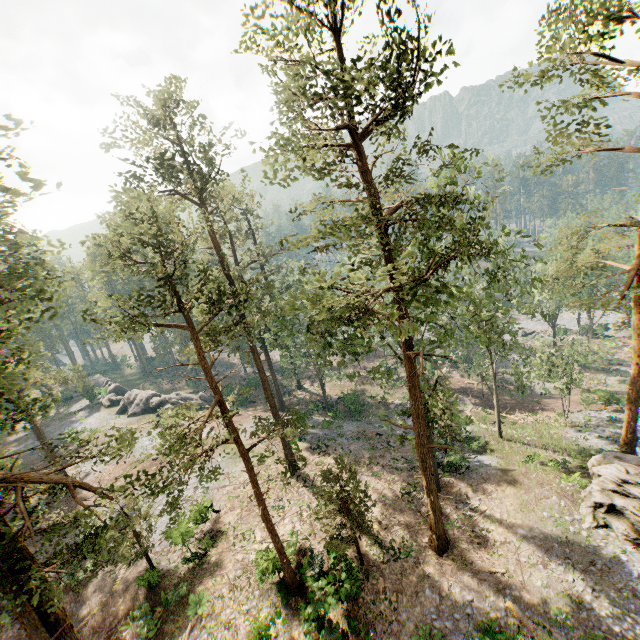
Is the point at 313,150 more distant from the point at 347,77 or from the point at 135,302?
the point at 135,302

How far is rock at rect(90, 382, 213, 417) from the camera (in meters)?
46.44

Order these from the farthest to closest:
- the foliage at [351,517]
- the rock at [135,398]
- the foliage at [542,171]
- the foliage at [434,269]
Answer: the rock at [135,398] < the foliage at [351,517] < the foliage at [542,171] < the foliage at [434,269]

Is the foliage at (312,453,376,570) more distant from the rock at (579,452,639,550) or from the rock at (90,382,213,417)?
the rock at (90,382,213,417)

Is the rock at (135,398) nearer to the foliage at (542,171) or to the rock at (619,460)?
the foliage at (542,171)

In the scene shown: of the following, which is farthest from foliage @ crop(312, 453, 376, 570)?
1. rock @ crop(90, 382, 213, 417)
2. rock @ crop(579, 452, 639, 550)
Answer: rock @ crop(90, 382, 213, 417)

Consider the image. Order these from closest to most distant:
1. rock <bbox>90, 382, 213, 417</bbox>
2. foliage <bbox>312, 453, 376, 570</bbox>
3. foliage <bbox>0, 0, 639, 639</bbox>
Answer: foliage <bbox>0, 0, 639, 639</bbox> → foliage <bbox>312, 453, 376, 570</bbox> → rock <bbox>90, 382, 213, 417</bbox>
